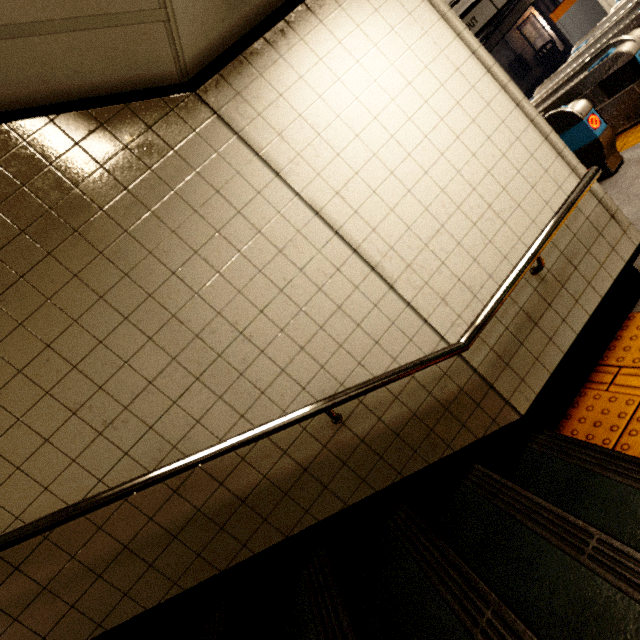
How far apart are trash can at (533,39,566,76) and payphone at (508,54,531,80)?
0.7 meters

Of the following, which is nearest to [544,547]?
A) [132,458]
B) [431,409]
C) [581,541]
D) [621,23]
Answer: [581,541]

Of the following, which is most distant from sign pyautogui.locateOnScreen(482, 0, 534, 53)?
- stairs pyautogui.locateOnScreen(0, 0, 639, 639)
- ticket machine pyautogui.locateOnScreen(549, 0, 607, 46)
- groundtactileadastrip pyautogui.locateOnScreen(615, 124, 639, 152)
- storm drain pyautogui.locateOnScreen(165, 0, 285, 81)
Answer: stairs pyautogui.locateOnScreen(0, 0, 639, 639)

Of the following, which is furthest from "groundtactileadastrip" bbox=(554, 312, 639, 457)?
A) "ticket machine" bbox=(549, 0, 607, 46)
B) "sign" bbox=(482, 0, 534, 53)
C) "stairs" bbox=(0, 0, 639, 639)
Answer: "sign" bbox=(482, 0, 534, 53)

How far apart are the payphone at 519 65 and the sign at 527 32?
1.22m

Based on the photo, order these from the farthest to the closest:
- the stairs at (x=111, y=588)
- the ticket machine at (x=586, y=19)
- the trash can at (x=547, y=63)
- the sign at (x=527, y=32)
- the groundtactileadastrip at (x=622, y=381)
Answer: the sign at (x=527, y=32) → the trash can at (x=547, y=63) → the ticket machine at (x=586, y=19) → the groundtactileadastrip at (x=622, y=381) → the stairs at (x=111, y=588)

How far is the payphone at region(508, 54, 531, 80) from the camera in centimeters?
1357cm

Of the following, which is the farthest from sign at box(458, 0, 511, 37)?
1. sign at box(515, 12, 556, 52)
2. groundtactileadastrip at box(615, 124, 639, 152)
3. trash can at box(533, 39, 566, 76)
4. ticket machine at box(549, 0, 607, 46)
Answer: sign at box(515, 12, 556, 52)
